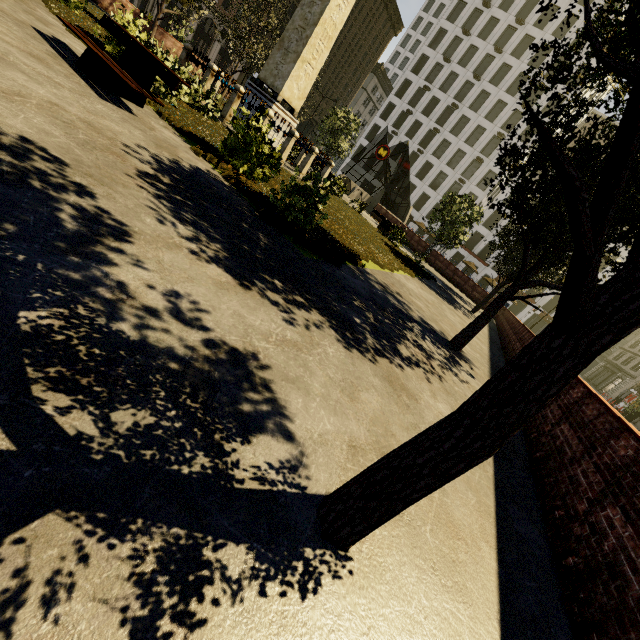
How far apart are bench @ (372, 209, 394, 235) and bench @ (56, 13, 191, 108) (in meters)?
15.58

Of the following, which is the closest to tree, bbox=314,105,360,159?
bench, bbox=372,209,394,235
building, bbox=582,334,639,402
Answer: bench, bbox=372,209,394,235

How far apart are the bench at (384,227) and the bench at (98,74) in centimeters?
1558cm

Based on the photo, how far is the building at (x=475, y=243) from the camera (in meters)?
48.94

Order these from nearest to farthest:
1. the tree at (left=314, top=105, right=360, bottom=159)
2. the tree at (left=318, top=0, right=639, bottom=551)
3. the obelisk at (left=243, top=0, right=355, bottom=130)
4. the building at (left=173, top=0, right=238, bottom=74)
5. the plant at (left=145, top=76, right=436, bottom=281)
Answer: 1. the tree at (left=318, top=0, right=639, bottom=551)
2. the plant at (left=145, top=76, right=436, bottom=281)
3. the obelisk at (left=243, top=0, right=355, bottom=130)
4. the tree at (left=314, top=105, right=360, bottom=159)
5. the building at (left=173, top=0, right=238, bottom=74)

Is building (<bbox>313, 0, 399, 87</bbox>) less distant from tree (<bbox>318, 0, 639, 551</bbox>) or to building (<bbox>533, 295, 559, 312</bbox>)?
tree (<bbox>318, 0, 639, 551</bbox>)

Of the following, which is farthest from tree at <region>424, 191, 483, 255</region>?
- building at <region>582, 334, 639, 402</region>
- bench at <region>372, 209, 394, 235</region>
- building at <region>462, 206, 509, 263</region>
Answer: building at <region>462, 206, 509, 263</region>

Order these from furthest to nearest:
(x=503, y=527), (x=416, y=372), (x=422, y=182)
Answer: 1. (x=422, y=182)
2. (x=416, y=372)
3. (x=503, y=527)
